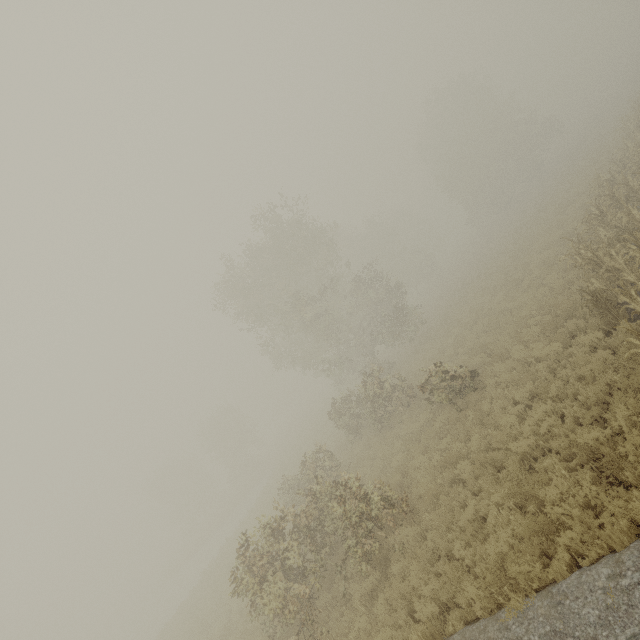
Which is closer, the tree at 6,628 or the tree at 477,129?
the tree at 477,129

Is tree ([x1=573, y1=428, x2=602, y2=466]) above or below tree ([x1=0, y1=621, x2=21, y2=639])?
below

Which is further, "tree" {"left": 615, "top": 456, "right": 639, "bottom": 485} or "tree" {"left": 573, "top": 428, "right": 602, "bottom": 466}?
"tree" {"left": 573, "top": 428, "right": 602, "bottom": 466}

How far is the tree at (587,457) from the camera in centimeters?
659cm

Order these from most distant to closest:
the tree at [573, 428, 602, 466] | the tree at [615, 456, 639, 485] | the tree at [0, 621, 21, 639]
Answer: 1. the tree at [0, 621, 21, 639]
2. the tree at [573, 428, 602, 466]
3. the tree at [615, 456, 639, 485]

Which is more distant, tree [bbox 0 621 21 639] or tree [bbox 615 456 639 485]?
tree [bbox 0 621 21 639]

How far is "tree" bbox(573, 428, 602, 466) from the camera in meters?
6.6

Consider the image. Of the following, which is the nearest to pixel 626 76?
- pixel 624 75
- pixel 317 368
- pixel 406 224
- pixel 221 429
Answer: pixel 624 75
